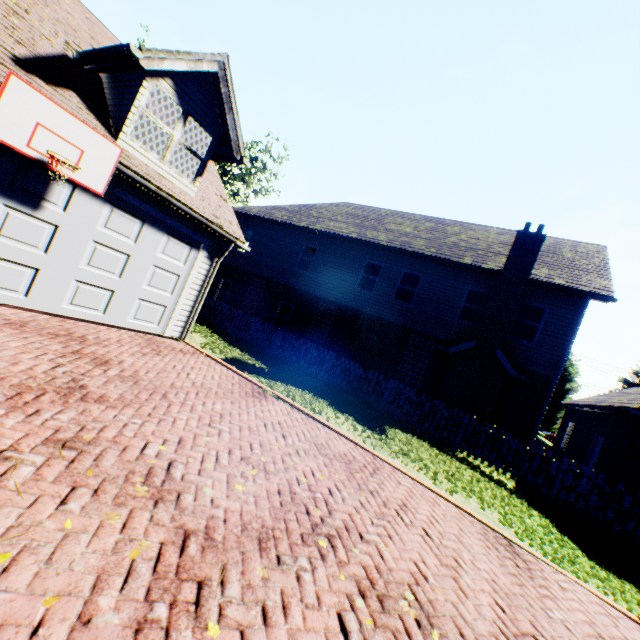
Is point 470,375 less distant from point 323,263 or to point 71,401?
point 323,263

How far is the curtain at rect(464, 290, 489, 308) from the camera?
13.9 meters

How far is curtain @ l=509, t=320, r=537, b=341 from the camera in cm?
1283

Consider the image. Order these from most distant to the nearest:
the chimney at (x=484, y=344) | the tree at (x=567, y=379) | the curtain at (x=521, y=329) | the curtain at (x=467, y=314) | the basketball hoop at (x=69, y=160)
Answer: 1. the tree at (x=567, y=379)
2. the curtain at (x=467, y=314)
3. the curtain at (x=521, y=329)
4. the chimney at (x=484, y=344)
5. the basketball hoop at (x=69, y=160)

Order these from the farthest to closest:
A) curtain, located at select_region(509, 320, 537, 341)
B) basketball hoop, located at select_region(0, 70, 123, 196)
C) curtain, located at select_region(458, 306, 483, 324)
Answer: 1. curtain, located at select_region(458, 306, 483, 324)
2. curtain, located at select_region(509, 320, 537, 341)
3. basketball hoop, located at select_region(0, 70, 123, 196)

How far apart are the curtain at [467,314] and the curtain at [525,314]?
1.1m

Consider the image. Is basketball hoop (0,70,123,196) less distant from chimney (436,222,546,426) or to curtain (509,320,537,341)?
chimney (436,222,546,426)

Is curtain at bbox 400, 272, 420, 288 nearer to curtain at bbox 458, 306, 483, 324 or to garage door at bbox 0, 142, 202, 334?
curtain at bbox 458, 306, 483, 324
